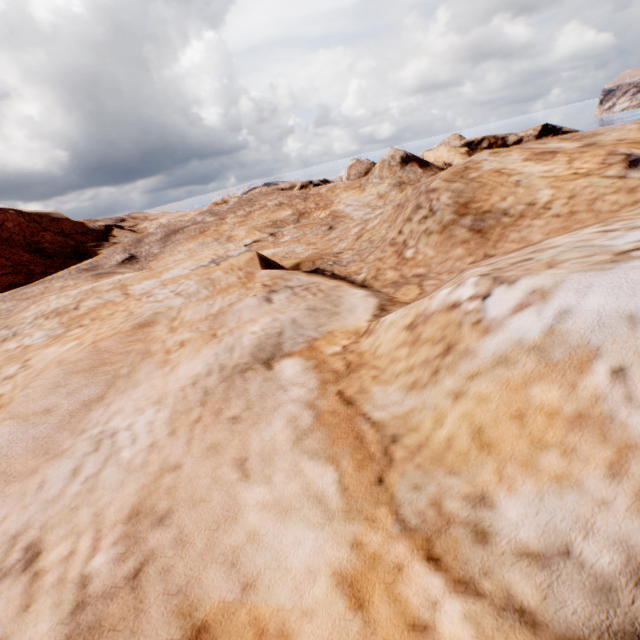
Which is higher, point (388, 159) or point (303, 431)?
point (388, 159)
